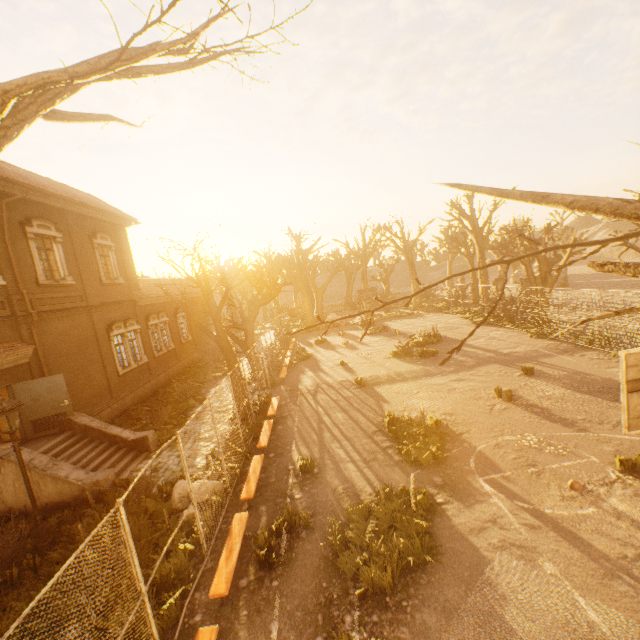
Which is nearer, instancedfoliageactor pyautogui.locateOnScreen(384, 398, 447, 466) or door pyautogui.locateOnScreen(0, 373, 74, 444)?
instancedfoliageactor pyautogui.locateOnScreen(384, 398, 447, 466)

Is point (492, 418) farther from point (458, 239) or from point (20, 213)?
point (458, 239)

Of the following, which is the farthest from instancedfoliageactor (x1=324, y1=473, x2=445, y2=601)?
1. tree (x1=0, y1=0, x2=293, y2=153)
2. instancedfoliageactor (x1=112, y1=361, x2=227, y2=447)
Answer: instancedfoliageactor (x1=112, y1=361, x2=227, y2=447)

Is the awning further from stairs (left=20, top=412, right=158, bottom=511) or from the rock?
the rock

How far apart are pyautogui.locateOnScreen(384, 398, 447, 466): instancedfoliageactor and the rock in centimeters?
528cm

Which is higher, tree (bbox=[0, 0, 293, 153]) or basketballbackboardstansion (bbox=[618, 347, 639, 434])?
tree (bbox=[0, 0, 293, 153])

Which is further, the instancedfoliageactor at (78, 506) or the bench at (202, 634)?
the instancedfoliageactor at (78, 506)

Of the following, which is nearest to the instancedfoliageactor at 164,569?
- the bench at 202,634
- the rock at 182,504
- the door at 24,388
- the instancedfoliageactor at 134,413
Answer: the rock at 182,504
